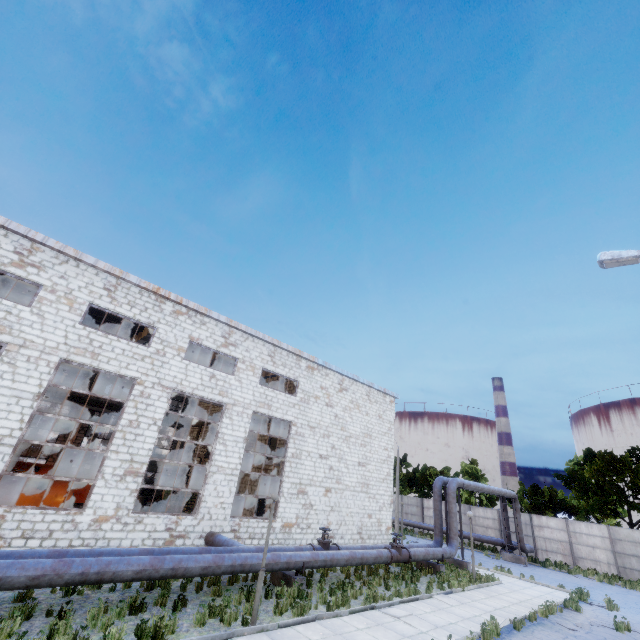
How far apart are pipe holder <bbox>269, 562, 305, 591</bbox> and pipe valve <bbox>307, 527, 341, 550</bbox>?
1.13m

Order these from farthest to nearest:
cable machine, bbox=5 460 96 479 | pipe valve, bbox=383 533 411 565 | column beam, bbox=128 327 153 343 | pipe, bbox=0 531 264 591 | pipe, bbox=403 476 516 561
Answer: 1. cable machine, bbox=5 460 96 479
2. column beam, bbox=128 327 153 343
3. pipe, bbox=403 476 516 561
4. pipe valve, bbox=383 533 411 565
5. pipe, bbox=0 531 264 591

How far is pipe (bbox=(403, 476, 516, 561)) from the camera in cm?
1839

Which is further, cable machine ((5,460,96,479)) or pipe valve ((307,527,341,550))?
cable machine ((5,460,96,479))

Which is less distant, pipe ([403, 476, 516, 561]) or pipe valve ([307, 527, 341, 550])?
pipe valve ([307, 527, 341, 550])

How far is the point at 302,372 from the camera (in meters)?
20.88

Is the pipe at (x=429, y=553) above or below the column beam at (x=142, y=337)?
below

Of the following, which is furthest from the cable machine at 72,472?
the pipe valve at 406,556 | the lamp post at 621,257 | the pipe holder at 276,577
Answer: the lamp post at 621,257
